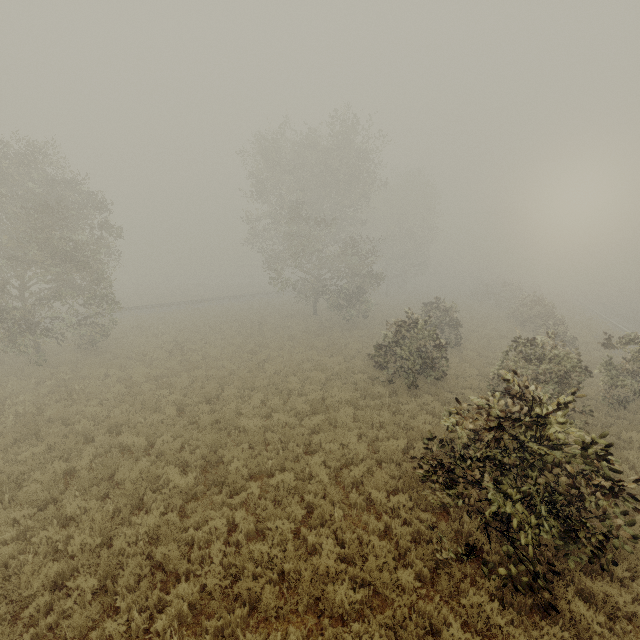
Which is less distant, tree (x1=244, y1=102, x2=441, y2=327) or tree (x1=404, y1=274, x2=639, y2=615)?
tree (x1=404, y1=274, x2=639, y2=615)

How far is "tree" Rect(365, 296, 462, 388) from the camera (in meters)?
14.22

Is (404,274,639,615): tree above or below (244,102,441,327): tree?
below

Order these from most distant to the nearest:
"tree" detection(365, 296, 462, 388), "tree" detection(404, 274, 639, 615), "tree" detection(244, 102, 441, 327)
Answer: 1. "tree" detection(244, 102, 441, 327)
2. "tree" detection(365, 296, 462, 388)
3. "tree" detection(404, 274, 639, 615)

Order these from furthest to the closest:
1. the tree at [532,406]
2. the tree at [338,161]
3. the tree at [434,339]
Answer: the tree at [338,161] < the tree at [434,339] < the tree at [532,406]

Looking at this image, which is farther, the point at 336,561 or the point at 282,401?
the point at 282,401

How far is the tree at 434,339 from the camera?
14.2 meters
